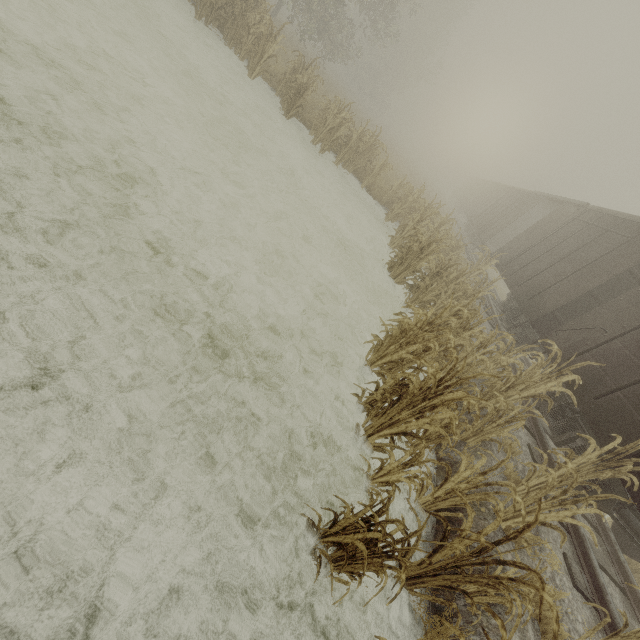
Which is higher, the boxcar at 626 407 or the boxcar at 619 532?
the boxcar at 626 407

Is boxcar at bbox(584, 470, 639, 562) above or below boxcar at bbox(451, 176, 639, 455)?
below

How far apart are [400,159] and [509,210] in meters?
13.2

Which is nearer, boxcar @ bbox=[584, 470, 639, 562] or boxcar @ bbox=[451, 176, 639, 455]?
boxcar @ bbox=[584, 470, 639, 562]

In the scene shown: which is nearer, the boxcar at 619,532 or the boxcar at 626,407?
the boxcar at 619,532
